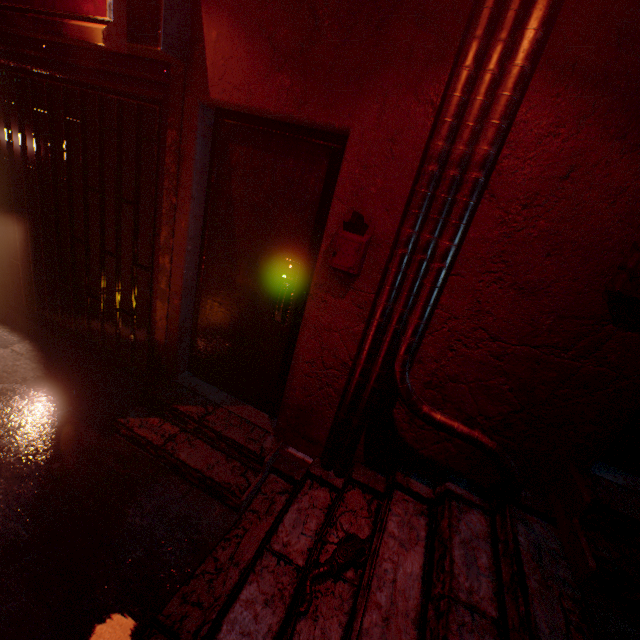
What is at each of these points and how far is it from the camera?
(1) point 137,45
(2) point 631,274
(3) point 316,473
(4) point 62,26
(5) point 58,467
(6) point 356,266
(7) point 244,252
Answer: (1) rolling door, 1.8 meters
(2) mailbox, 1.4 meters
(3) stairs, 2.2 meters
(4) sign, 1.6 meters
(5) cigarette box, 2.1 meters
(6) mailbox, 1.8 meters
(7) door, 2.3 meters

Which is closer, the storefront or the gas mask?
the gas mask

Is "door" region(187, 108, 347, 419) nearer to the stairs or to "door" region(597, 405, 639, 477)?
the stairs

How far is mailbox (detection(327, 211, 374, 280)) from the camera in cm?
176

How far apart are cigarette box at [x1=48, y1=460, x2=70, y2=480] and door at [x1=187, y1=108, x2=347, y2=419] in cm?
108

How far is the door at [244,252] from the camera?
1.99m

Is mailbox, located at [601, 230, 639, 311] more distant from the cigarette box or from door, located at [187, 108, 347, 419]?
the cigarette box

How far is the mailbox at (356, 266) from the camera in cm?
176
